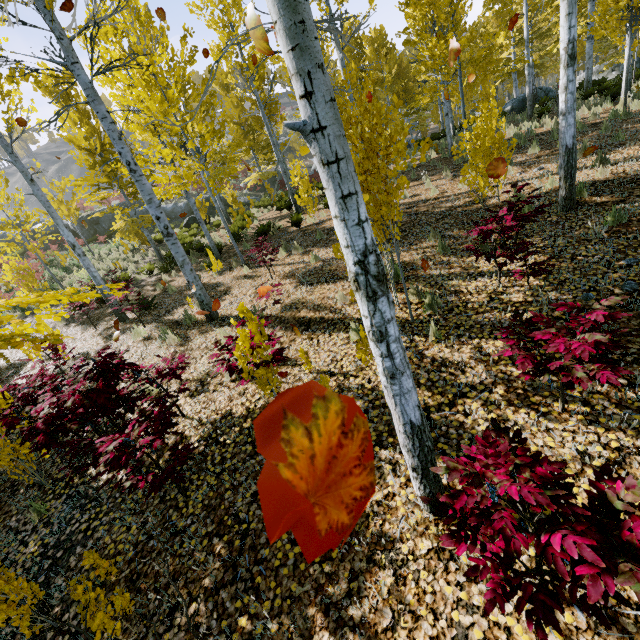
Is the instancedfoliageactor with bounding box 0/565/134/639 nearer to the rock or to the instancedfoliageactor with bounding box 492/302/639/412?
the instancedfoliageactor with bounding box 492/302/639/412

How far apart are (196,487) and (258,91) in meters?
18.5

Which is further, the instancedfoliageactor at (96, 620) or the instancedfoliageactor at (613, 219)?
the instancedfoliageactor at (613, 219)

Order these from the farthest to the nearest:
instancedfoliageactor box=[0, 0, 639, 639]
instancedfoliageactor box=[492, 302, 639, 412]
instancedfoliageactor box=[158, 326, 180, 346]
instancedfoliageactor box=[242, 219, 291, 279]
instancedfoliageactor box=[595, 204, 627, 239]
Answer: instancedfoliageactor box=[242, 219, 291, 279], instancedfoliageactor box=[158, 326, 180, 346], instancedfoliageactor box=[595, 204, 627, 239], instancedfoliageactor box=[492, 302, 639, 412], instancedfoliageactor box=[0, 0, 639, 639]

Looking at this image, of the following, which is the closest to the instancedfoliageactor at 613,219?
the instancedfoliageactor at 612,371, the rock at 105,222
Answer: the instancedfoliageactor at 612,371

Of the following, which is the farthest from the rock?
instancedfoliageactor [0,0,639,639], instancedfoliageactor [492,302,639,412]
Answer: instancedfoliageactor [492,302,639,412]

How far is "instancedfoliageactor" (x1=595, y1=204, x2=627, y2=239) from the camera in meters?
5.1 m
